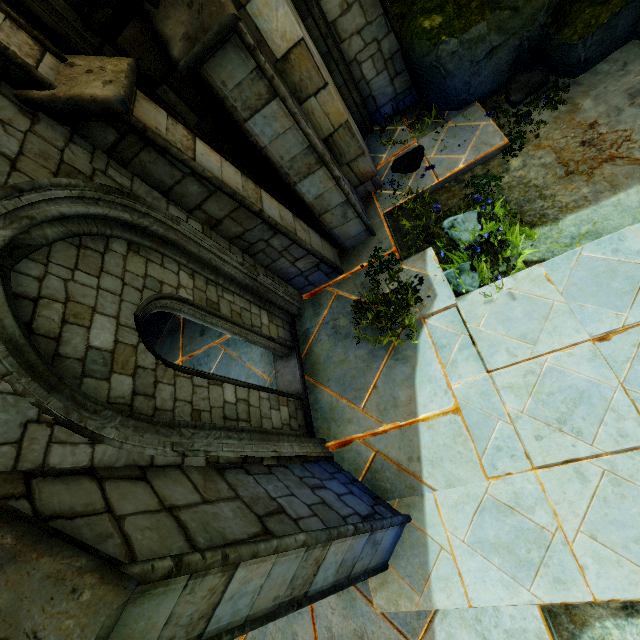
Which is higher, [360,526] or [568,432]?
[360,526]

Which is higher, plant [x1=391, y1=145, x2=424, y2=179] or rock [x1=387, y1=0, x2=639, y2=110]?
rock [x1=387, y1=0, x2=639, y2=110]

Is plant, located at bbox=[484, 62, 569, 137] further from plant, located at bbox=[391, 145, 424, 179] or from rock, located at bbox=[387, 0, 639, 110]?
plant, located at bbox=[391, 145, 424, 179]

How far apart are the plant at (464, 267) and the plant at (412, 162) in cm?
123

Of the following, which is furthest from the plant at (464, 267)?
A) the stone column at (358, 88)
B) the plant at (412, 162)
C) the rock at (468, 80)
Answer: the stone column at (358, 88)

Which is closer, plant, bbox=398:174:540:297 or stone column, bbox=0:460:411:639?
stone column, bbox=0:460:411:639

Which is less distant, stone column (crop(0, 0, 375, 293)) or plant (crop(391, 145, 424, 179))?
stone column (crop(0, 0, 375, 293))

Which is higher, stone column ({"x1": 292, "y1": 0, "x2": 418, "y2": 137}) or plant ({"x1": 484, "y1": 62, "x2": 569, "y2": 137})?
stone column ({"x1": 292, "y1": 0, "x2": 418, "y2": 137})
